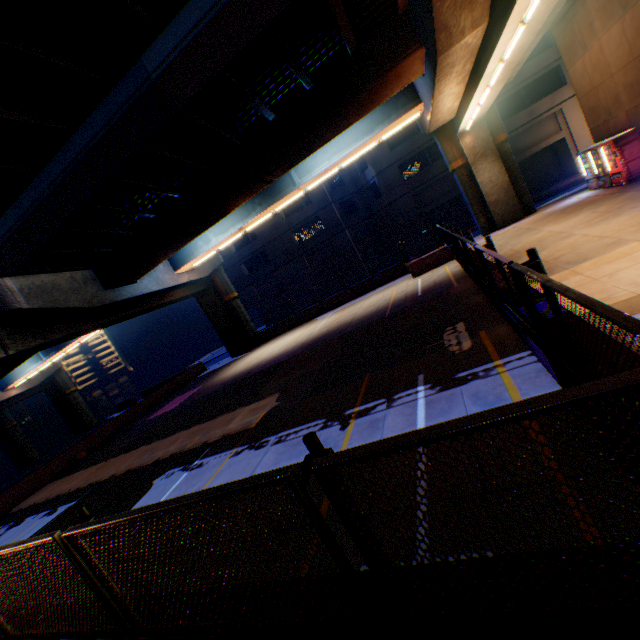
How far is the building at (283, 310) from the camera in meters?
42.8

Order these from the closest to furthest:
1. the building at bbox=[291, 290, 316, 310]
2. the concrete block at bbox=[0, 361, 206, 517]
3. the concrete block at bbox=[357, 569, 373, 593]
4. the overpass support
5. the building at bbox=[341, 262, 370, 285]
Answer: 1. the concrete block at bbox=[357, 569, 373, 593]
2. the overpass support
3. the concrete block at bbox=[0, 361, 206, 517]
4. the building at bbox=[341, 262, 370, 285]
5. the building at bbox=[291, 290, 316, 310]

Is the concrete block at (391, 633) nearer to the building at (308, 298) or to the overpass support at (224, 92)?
the overpass support at (224, 92)

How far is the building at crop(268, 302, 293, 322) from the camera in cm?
4275

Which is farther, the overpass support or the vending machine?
the vending machine

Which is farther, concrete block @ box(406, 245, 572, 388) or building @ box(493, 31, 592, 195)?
building @ box(493, 31, 592, 195)

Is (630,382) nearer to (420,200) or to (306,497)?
(306,497)
